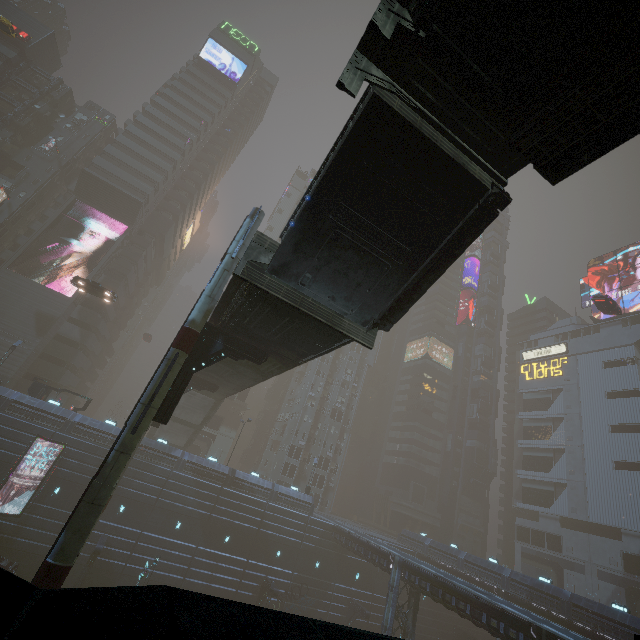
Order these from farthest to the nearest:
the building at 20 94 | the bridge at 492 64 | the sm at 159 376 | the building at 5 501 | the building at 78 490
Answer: the building at 20 94, the building at 5 501, the sm at 159 376, the bridge at 492 64, the building at 78 490

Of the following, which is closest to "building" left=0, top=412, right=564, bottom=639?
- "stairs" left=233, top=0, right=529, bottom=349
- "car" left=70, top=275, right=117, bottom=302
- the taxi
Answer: "car" left=70, top=275, right=117, bottom=302

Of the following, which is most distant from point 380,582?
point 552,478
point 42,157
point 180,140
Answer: point 42,157

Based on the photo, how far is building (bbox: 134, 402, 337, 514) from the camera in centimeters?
3694cm

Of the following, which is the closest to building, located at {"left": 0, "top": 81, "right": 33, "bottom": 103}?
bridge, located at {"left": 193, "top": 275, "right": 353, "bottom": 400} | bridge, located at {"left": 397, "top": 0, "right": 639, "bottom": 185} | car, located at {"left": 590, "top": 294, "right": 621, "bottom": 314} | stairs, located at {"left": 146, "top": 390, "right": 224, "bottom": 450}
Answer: car, located at {"left": 590, "top": 294, "right": 621, "bottom": 314}

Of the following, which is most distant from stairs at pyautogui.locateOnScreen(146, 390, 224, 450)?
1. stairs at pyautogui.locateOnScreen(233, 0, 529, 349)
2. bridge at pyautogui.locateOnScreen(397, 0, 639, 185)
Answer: bridge at pyautogui.locateOnScreen(397, 0, 639, 185)

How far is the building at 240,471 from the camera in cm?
3694

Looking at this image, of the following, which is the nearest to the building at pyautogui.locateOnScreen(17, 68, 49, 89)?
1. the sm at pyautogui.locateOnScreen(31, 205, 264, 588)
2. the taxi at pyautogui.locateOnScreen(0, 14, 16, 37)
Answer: the sm at pyautogui.locateOnScreen(31, 205, 264, 588)
